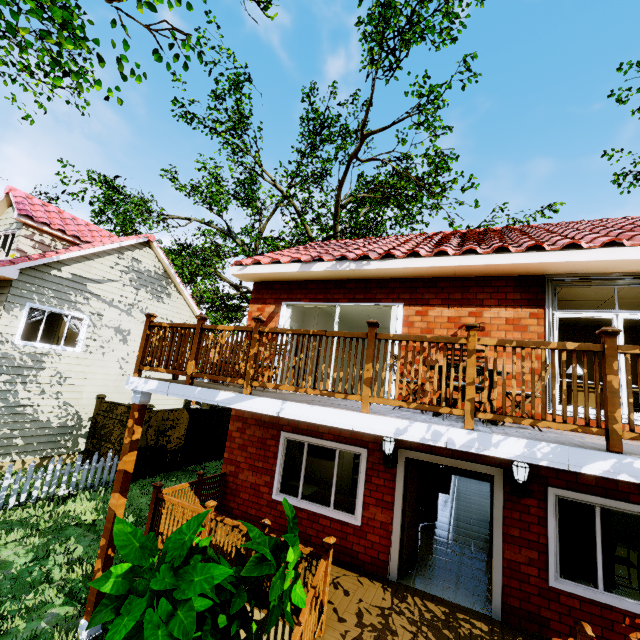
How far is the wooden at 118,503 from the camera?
4.88m

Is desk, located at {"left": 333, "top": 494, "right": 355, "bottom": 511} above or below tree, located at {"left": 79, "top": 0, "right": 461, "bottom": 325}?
below

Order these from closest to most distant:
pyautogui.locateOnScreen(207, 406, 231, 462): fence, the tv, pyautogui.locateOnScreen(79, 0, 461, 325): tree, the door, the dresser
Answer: the tv < pyautogui.locateOnScreen(79, 0, 461, 325): tree < the dresser < pyautogui.locateOnScreen(207, 406, 231, 462): fence < the door

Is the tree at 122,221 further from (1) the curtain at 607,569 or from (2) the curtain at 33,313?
(1) the curtain at 607,569

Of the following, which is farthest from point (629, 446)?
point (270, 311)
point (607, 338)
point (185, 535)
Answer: point (270, 311)

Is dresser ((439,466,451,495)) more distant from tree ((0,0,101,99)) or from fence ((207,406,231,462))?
fence ((207,406,231,462))

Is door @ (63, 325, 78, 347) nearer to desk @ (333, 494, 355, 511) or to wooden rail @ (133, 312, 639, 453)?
wooden rail @ (133, 312, 639, 453)

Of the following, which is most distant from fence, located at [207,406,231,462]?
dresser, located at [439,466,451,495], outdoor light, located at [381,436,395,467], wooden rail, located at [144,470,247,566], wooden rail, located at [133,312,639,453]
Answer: dresser, located at [439,466,451,495]
